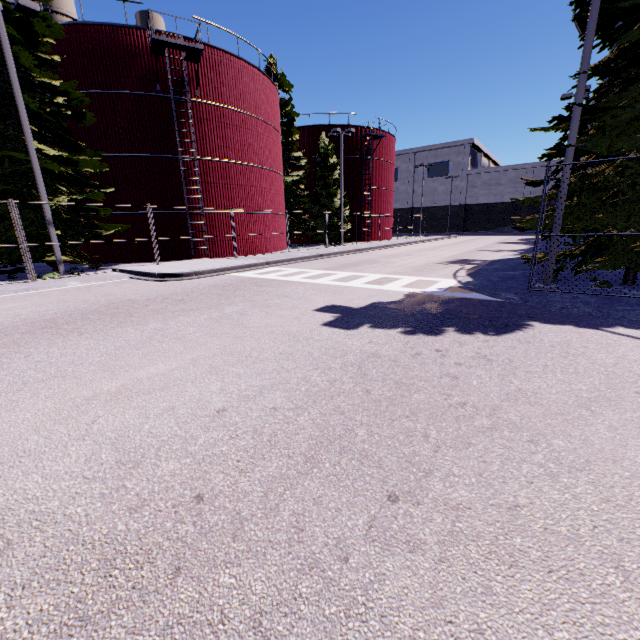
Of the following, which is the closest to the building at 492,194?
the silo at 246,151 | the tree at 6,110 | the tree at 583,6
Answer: the tree at 583,6

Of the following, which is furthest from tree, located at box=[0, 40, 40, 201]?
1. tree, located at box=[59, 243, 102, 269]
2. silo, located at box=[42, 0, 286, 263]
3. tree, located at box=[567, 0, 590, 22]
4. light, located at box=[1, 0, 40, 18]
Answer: tree, located at box=[567, 0, 590, 22]

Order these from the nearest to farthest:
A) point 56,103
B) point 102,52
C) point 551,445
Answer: point 551,445 < point 56,103 < point 102,52

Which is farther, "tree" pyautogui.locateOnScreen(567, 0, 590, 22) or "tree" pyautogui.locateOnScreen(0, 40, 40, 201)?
"tree" pyautogui.locateOnScreen(0, 40, 40, 201)

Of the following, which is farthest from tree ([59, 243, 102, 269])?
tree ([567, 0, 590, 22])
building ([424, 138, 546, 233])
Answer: building ([424, 138, 546, 233])

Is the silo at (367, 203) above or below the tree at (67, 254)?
above

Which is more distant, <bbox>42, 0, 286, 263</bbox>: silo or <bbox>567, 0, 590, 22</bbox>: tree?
<bbox>42, 0, 286, 263</bbox>: silo

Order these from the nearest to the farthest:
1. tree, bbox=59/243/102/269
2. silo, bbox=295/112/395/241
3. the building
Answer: tree, bbox=59/243/102/269 → silo, bbox=295/112/395/241 → the building
